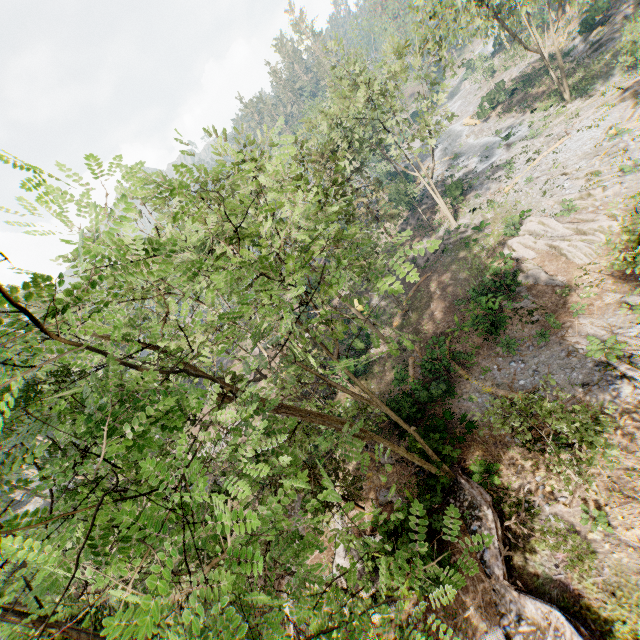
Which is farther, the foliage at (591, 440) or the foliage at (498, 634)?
the foliage at (498, 634)

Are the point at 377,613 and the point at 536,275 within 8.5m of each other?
no

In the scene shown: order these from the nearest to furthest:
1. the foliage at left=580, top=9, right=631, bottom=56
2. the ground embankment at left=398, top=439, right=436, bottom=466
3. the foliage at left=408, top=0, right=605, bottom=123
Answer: the ground embankment at left=398, top=439, right=436, bottom=466
the foliage at left=408, top=0, right=605, bottom=123
the foliage at left=580, top=9, right=631, bottom=56

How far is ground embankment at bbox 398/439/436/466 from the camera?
16.2m

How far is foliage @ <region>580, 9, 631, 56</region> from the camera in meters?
33.8 m
